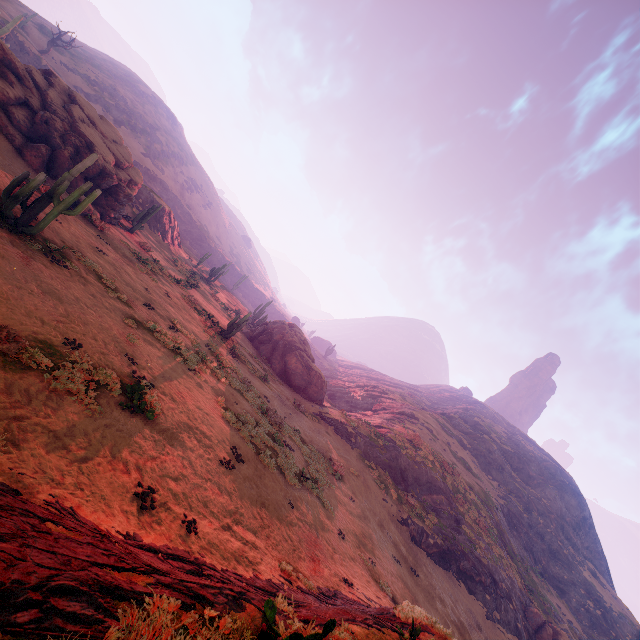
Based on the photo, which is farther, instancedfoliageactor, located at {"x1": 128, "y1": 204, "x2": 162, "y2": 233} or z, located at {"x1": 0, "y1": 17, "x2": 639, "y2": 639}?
instancedfoliageactor, located at {"x1": 128, "y1": 204, "x2": 162, "y2": 233}

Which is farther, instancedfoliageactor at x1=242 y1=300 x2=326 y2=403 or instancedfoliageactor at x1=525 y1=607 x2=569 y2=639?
instancedfoliageactor at x1=242 y1=300 x2=326 y2=403

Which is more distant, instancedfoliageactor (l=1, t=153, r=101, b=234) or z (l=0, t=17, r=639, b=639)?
instancedfoliageactor (l=1, t=153, r=101, b=234)

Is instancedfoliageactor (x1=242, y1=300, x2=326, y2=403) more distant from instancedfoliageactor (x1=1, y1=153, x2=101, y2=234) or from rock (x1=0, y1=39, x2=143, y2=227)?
instancedfoliageactor (x1=1, y1=153, x2=101, y2=234)

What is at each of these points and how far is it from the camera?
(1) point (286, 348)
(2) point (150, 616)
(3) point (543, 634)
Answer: (1) instancedfoliageactor, 34.03m
(2) z, 2.34m
(3) instancedfoliageactor, 25.88m

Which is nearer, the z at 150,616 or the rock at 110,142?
the z at 150,616

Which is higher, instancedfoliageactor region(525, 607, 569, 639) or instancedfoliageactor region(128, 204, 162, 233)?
instancedfoliageactor region(525, 607, 569, 639)

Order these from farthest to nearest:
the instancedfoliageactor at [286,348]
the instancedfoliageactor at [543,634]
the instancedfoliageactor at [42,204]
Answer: the instancedfoliageactor at [286,348]
the instancedfoliageactor at [543,634]
the instancedfoliageactor at [42,204]
